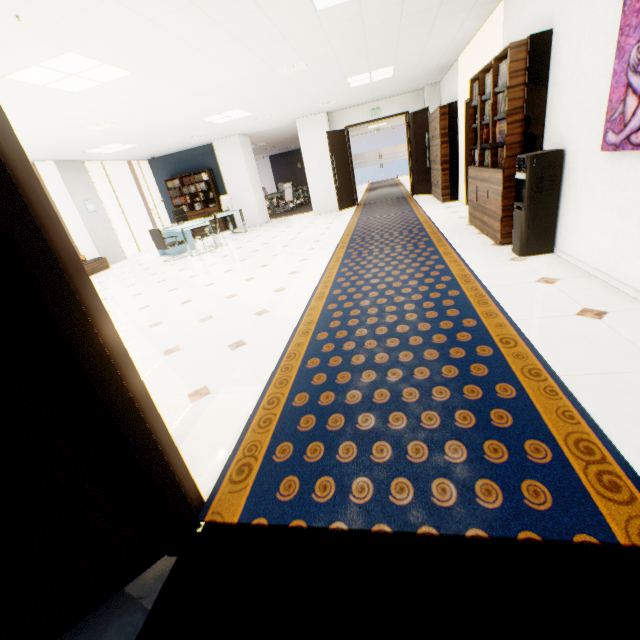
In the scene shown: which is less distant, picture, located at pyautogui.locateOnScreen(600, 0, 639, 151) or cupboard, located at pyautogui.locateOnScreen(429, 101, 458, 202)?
picture, located at pyautogui.locateOnScreen(600, 0, 639, 151)

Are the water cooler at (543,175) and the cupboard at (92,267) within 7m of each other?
no

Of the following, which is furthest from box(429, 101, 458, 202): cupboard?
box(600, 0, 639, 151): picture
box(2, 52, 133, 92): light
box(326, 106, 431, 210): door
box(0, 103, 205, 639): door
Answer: box(0, 103, 205, 639): door

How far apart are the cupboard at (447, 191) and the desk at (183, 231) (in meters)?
6.08

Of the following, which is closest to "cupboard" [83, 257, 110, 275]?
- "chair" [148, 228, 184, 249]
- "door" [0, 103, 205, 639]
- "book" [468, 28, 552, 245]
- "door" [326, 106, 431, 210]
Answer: "chair" [148, 228, 184, 249]

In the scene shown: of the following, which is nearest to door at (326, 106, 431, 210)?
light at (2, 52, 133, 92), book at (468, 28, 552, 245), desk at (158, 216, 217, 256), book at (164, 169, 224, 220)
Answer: desk at (158, 216, 217, 256)

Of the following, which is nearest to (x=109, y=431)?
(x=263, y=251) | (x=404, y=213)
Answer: (x=263, y=251)

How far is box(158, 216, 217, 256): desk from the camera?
8.31m
